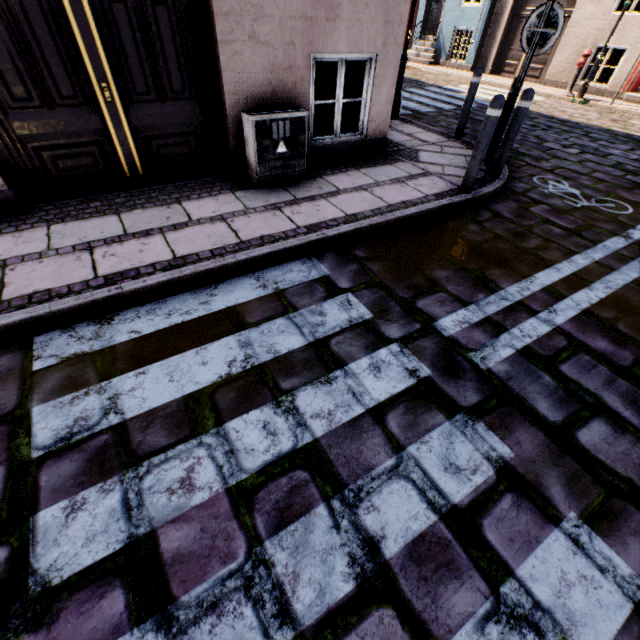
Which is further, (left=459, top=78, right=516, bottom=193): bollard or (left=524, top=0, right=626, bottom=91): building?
(left=524, top=0, right=626, bottom=91): building

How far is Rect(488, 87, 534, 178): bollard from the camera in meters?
4.2 m

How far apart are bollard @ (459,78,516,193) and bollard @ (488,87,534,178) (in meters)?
0.78

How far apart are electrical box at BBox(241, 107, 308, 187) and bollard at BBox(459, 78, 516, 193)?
2.2 meters

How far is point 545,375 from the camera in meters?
2.4

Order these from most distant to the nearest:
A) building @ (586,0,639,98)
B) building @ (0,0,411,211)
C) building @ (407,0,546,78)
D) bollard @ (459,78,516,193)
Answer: building @ (407,0,546,78) < building @ (586,0,639,98) < bollard @ (459,78,516,193) < building @ (0,0,411,211)

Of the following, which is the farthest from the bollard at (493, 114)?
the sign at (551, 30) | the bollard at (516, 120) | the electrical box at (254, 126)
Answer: the electrical box at (254, 126)

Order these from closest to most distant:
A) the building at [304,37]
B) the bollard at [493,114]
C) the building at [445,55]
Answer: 1. the building at [304,37]
2. the bollard at [493,114]
3. the building at [445,55]
